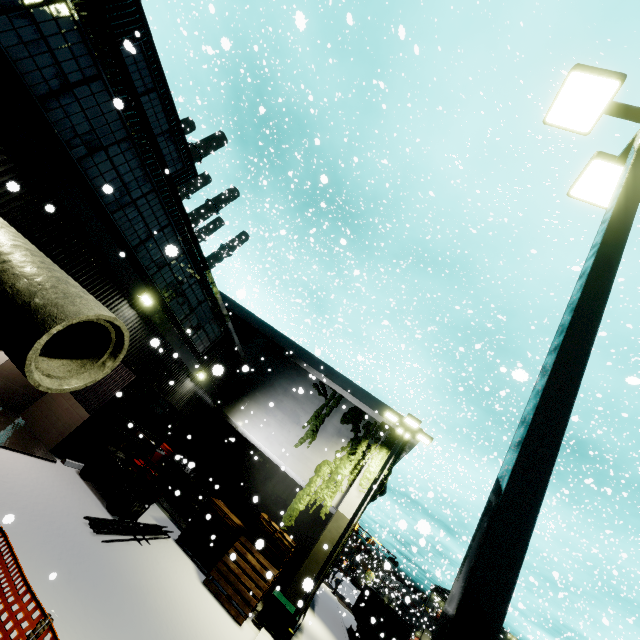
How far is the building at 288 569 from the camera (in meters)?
17.59

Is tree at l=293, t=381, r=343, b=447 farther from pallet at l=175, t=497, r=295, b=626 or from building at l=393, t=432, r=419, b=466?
pallet at l=175, t=497, r=295, b=626

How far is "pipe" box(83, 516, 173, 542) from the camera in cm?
876

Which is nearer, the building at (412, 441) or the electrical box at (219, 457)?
Answer: the building at (412, 441)

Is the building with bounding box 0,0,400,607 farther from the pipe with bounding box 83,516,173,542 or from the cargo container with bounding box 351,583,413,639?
the pipe with bounding box 83,516,173,542

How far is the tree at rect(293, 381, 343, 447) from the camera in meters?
17.7

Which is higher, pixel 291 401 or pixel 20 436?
pixel 291 401

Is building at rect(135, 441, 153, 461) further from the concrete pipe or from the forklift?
the forklift
